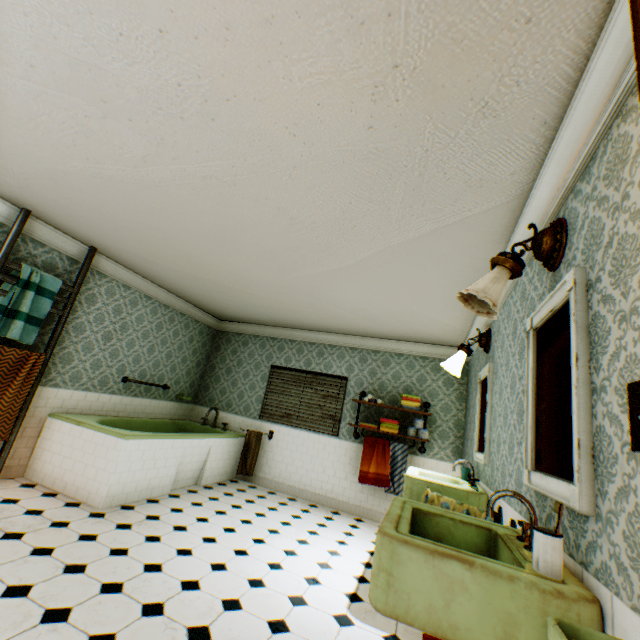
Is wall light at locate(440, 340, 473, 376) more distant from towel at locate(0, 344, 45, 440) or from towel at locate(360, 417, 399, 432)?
towel at locate(0, 344, 45, 440)

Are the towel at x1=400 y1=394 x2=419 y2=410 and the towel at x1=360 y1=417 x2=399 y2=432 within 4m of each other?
yes

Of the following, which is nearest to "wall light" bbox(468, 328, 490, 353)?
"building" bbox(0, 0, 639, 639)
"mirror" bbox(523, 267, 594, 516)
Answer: "building" bbox(0, 0, 639, 639)

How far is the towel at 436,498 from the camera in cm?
252

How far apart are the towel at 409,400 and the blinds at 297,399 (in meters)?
1.16

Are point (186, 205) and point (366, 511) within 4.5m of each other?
no

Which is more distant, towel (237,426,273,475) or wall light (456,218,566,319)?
towel (237,426,273,475)

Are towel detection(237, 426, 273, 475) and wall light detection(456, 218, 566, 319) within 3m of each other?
no
